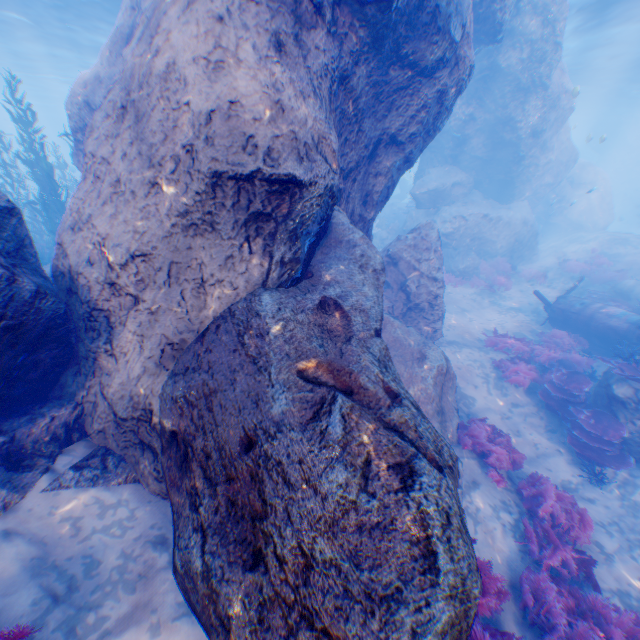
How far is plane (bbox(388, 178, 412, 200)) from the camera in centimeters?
3394cm

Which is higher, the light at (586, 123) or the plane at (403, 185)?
the light at (586, 123)

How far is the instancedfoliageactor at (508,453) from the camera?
7.2 meters

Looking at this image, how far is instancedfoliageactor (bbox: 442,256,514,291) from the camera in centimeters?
1692cm

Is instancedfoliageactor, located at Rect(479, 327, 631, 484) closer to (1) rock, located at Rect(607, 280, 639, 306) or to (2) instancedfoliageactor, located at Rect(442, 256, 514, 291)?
(1) rock, located at Rect(607, 280, 639, 306)

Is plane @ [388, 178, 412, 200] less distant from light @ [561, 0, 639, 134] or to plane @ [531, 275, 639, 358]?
light @ [561, 0, 639, 134]

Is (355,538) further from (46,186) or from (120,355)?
(46,186)

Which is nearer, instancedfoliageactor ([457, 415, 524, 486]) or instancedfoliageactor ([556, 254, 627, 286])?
instancedfoliageactor ([457, 415, 524, 486])
